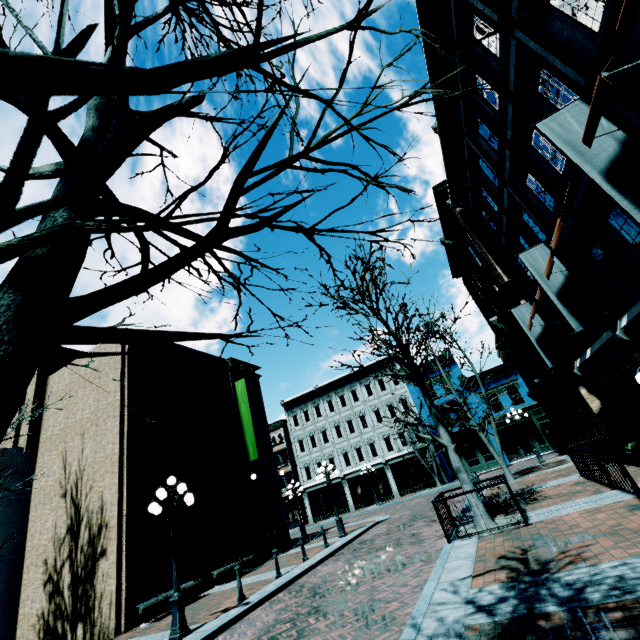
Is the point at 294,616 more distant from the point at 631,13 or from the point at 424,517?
the point at 631,13

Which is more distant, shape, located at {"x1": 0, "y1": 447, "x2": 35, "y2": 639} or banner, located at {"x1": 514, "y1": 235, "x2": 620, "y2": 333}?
shape, located at {"x1": 0, "y1": 447, "x2": 35, "y2": 639}

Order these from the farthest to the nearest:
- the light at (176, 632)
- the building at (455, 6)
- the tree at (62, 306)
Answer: the building at (455, 6)
the light at (176, 632)
the tree at (62, 306)

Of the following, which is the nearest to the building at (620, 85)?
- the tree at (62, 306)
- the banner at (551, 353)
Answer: the banner at (551, 353)

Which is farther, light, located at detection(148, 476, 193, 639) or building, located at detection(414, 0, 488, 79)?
building, located at detection(414, 0, 488, 79)

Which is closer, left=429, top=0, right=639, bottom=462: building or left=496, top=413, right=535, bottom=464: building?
left=429, top=0, right=639, bottom=462: building

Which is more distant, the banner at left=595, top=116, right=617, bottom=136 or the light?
the light

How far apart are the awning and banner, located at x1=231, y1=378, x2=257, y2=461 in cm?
1731
